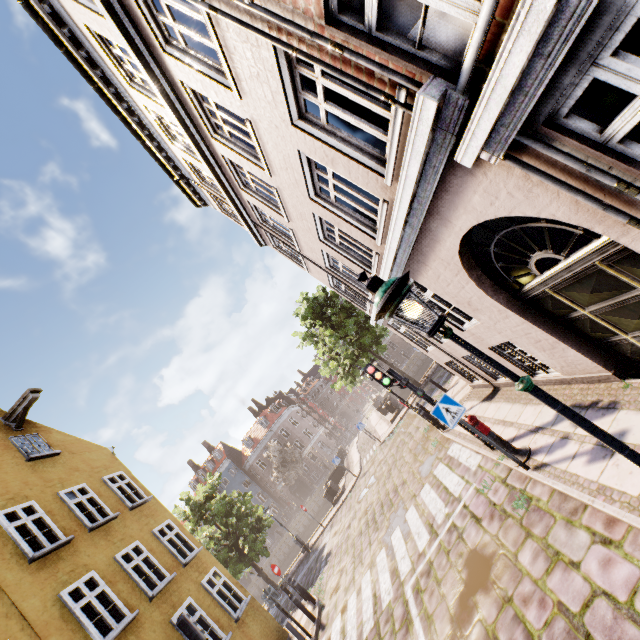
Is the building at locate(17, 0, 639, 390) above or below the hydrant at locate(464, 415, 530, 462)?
above

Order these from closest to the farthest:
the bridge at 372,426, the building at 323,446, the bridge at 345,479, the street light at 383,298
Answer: the street light at 383,298, the bridge at 345,479, the bridge at 372,426, the building at 323,446

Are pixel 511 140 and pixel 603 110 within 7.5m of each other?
yes

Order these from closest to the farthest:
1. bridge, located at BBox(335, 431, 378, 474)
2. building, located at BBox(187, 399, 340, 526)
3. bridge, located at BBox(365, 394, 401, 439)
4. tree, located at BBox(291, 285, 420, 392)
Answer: tree, located at BBox(291, 285, 420, 392)
bridge, located at BBox(365, 394, 401, 439)
bridge, located at BBox(335, 431, 378, 474)
building, located at BBox(187, 399, 340, 526)

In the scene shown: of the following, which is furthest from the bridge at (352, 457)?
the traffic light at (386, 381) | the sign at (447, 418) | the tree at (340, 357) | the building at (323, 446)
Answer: the sign at (447, 418)

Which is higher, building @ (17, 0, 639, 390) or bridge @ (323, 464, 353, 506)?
building @ (17, 0, 639, 390)

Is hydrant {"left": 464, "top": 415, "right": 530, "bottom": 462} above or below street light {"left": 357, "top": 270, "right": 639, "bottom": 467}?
below

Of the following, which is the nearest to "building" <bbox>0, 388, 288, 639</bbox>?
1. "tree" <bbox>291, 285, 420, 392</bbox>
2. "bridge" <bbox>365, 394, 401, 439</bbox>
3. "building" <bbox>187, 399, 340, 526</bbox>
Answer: "tree" <bbox>291, 285, 420, 392</bbox>
